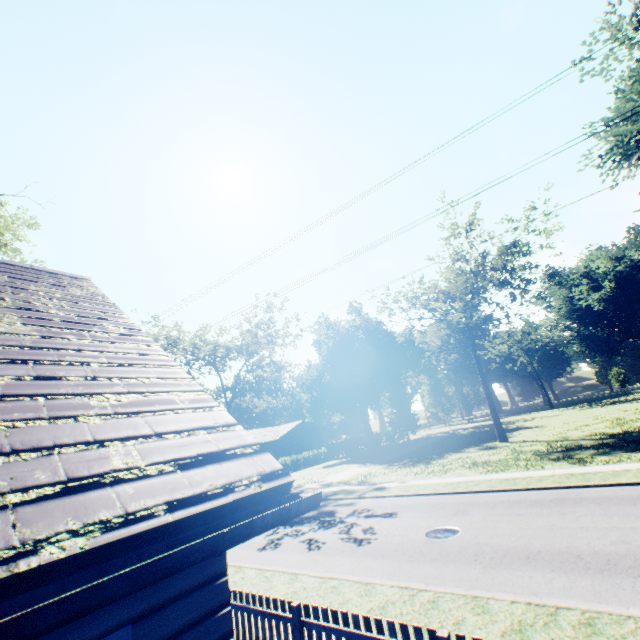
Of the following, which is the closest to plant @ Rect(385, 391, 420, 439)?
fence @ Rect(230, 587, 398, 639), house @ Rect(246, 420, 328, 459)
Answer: fence @ Rect(230, 587, 398, 639)

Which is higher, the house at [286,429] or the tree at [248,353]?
the tree at [248,353]

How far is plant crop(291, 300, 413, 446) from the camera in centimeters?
5241cm

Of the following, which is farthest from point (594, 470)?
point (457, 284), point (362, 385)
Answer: point (362, 385)

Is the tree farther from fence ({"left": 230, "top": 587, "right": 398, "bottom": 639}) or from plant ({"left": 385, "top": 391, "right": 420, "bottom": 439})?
plant ({"left": 385, "top": 391, "right": 420, "bottom": 439})

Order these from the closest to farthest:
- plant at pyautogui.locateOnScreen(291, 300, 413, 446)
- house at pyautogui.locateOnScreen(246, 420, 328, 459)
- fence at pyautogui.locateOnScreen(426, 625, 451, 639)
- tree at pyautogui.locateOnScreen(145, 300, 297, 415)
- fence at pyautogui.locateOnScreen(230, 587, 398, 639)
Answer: fence at pyautogui.locateOnScreen(426, 625, 451, 639) < fence at pyautogui.locateOnScreen(230, 587, 398, 639) < tree at pyautogui.locateOnScreen(145, 300, 297, 415) < house at pyautogui.locateOnScreen(246, 420, 328, 459) < plant at pyautogui.locateOnScreen(291, 300, 413, 446)

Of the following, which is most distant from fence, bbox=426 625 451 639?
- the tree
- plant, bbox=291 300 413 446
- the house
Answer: the house

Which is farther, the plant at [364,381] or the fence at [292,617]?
the plant at [364,381]
